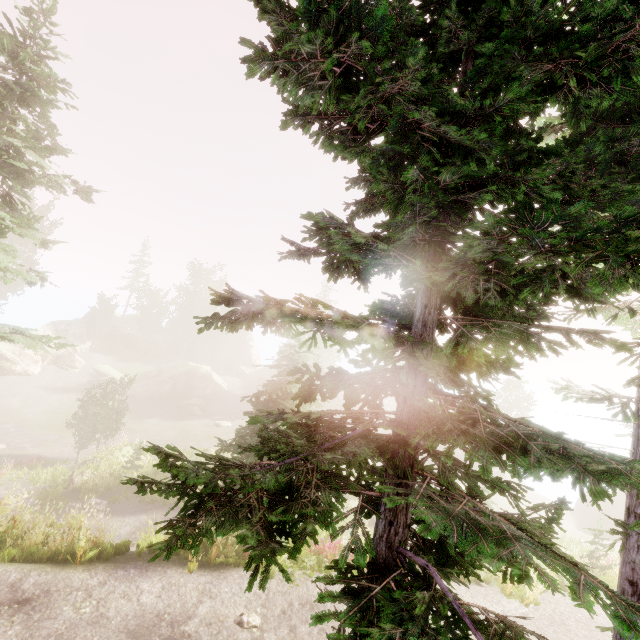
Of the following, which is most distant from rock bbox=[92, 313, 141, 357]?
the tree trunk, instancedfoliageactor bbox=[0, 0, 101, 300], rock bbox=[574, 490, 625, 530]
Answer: rock bbox=[574, 490, 625, 530]

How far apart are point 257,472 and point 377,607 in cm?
125

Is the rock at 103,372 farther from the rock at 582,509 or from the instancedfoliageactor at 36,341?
the rock at 582,509

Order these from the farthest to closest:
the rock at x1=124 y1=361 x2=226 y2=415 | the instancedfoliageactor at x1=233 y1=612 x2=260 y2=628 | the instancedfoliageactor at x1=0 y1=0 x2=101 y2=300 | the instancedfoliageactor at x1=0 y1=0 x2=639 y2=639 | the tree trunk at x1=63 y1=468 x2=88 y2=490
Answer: the rock at x1=124 y1=361 x2=226 y2=415 → the tree trunk at x1=63 y1=468 x2=88 y2=490 → the instancedfoliageactor at x1=0 y1=0 x2=101 y2=300 → the instancedfoliageactor at x1=233 y1=612 x2=260 y2=628 → the instancedfoliageactor at x1=0 y1=0 x2=639 y2=639

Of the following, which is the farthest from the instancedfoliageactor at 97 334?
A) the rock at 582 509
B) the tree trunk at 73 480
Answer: the tree trunk at 73 480

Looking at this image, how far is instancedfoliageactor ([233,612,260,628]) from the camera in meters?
7.9 m

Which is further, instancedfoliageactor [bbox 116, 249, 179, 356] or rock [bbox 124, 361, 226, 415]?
instancedfoliageactor [bbox 116, 249, 179, 356]
